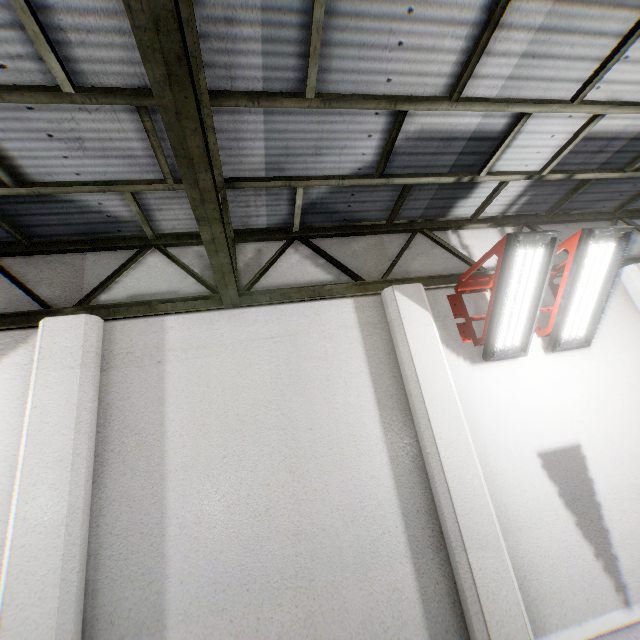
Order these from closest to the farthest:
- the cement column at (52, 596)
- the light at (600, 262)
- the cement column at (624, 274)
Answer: the cement column at (52, 596)
the light at (600, 262)
the cement column at (624, 274)

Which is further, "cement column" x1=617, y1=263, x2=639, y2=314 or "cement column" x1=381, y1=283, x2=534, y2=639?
"cement column" x1=617, y1=263, x2=639, y2=314

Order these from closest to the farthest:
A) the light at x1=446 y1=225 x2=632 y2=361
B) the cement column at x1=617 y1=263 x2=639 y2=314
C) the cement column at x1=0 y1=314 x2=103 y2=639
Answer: the cement column at x1=0 y1=314 x2=103 y2=639
the light at x1=446 y1=225 x2=632 y2=361
the cement column at x1=617 y1=263 x2=639 y2=314

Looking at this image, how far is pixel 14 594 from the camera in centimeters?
260cm

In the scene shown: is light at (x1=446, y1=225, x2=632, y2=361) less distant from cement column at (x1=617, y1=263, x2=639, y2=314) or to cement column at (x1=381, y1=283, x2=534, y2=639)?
cement column at (x1=381, y1=283, x2=534, y2=639)

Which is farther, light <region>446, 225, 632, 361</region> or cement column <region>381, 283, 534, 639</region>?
light <region>446, 225, 632, 361</region>

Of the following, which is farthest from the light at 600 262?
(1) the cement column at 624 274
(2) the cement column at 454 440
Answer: (1) the cement column at 624 274

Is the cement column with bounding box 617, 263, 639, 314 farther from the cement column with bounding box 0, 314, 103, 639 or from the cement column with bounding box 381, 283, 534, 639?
the cement column with bounding box 0, 314, 103, 639
